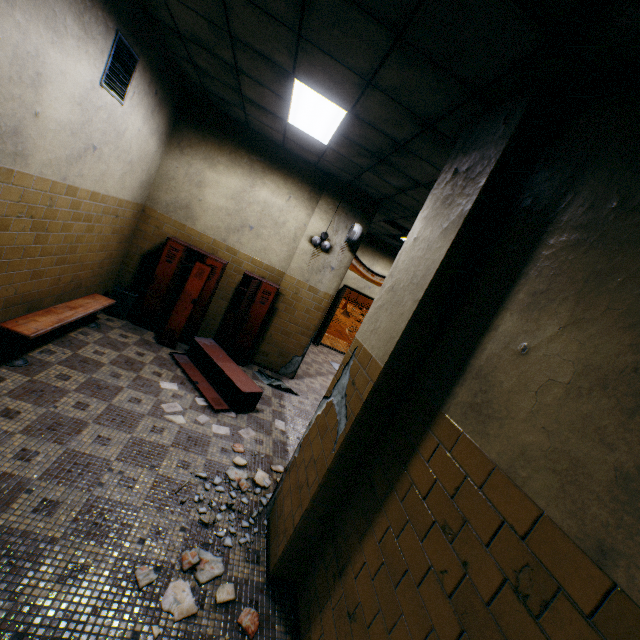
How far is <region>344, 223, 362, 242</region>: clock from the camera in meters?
5.8 m

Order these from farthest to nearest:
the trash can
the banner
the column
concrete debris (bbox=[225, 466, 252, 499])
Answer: the banner < the trash can < concrete debris (bbox=[225, 466, 252, 499]) < the column

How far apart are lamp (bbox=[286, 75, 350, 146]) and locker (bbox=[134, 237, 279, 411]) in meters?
2.4

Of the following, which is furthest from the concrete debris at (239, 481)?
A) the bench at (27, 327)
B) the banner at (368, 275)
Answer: the banner at (368, 275)

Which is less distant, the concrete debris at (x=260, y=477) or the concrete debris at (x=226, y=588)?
the concrete debris at (x=226, y=588)

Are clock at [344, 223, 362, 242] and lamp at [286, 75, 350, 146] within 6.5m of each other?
yes

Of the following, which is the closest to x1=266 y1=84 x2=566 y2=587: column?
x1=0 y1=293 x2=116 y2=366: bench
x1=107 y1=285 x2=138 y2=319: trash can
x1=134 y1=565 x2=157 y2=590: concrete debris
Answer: x1=134 y1=565 x2=157 y2=590: concrete debris

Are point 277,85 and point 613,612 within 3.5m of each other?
no
